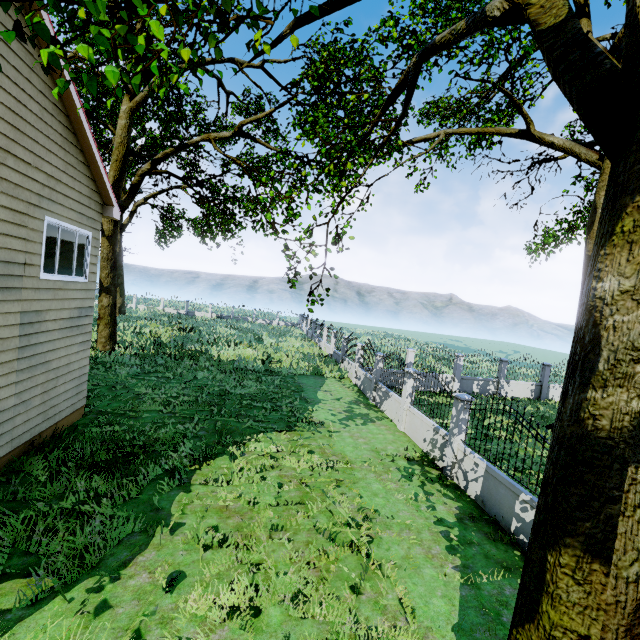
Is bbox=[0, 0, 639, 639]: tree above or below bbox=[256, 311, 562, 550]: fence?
above

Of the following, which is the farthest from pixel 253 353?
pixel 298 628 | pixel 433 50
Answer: pixel 433 50

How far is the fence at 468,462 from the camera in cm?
701

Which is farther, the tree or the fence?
the fence

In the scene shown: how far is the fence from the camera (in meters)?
7.01

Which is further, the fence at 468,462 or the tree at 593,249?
the fence at 468,462
